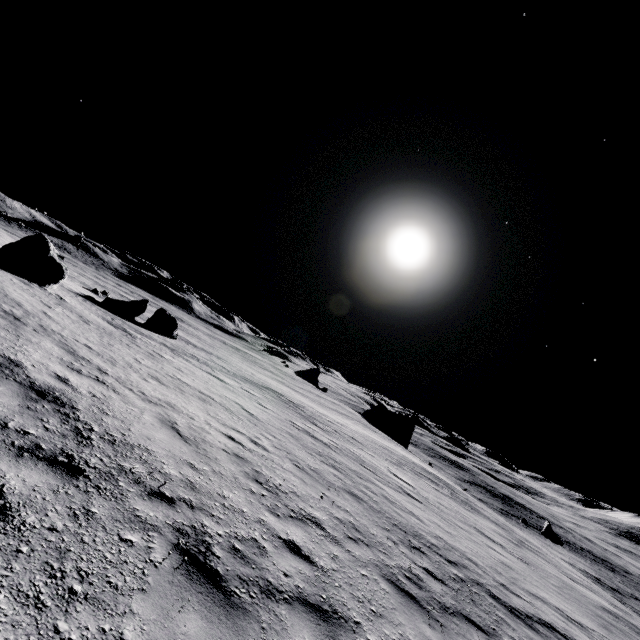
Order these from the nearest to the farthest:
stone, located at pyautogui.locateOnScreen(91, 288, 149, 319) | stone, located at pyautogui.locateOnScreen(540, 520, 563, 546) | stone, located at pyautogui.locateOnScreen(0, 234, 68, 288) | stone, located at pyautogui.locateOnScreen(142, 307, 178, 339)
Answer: stone, located at pyautogui.locateOnScreen(0, 234, 68, 288)
stone, located at pyautogui.locateOnScreen(91, 288, 149, 319)
stone, located at pyautogui.locateOnScreen(142, 307, 178, 339)
stone, located at pyautogui.locateOnScreen(540, 520, 563, 546)

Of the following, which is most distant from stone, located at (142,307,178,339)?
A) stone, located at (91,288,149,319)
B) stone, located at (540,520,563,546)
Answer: stone, located at (540,520,563,546)

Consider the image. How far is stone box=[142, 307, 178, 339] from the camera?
28.4m

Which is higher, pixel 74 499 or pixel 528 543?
pixel 74 499

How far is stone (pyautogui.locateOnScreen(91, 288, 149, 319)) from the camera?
25.91m

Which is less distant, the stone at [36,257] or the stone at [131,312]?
the stone at [36,257]

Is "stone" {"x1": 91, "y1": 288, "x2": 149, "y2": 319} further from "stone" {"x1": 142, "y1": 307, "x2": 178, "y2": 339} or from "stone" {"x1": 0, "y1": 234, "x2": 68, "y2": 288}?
"stone" {"x1": 0, "y1": 234, "x2": 68, "y2": 288}

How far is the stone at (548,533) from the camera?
42.64m
